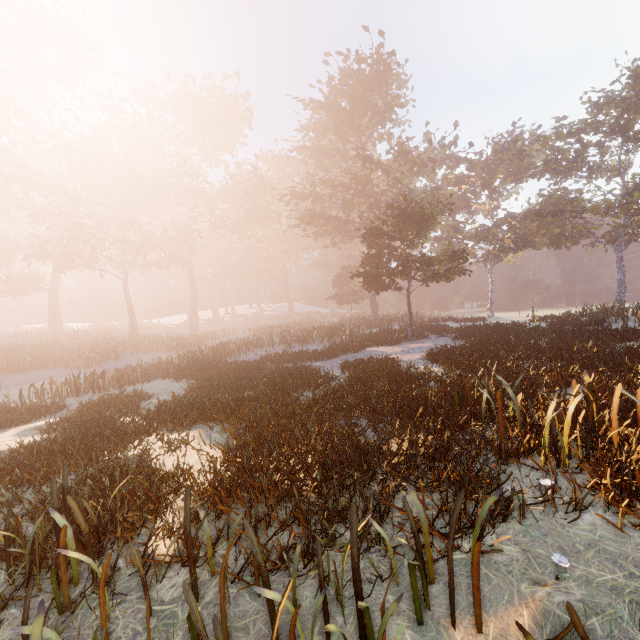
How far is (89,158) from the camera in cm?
3766
